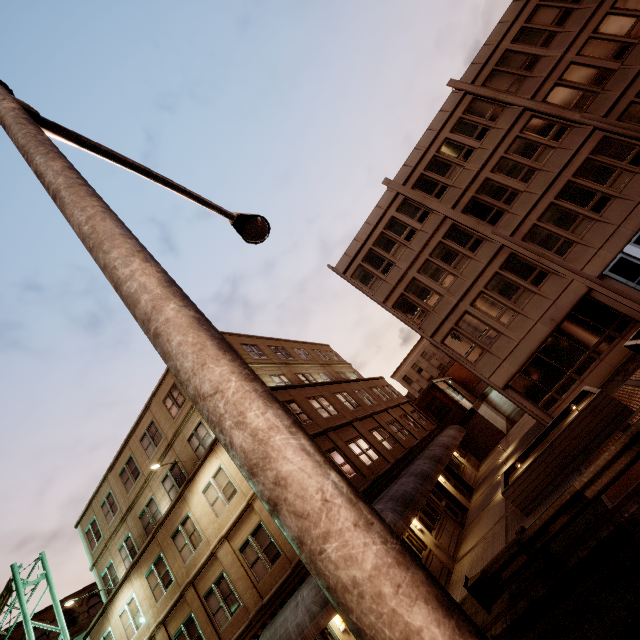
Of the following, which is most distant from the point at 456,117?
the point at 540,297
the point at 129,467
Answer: the point at 129,467

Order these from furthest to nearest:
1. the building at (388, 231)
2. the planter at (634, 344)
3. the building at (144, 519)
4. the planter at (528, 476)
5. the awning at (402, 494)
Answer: the building at (388, 231), the building at (144, 519), the awning at (402, 494), the planter at (634, 344), the planter at (528, 476)

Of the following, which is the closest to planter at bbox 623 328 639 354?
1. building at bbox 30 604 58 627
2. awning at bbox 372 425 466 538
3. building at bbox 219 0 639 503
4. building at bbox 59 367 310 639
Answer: building at bbox 219 0 639 503

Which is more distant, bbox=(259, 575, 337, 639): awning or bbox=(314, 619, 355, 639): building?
bbox=(314, 619, 355, 639): building

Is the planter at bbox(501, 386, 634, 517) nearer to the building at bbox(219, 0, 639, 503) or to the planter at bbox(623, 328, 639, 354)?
the planter at bbox(623, 328, 639, 354)

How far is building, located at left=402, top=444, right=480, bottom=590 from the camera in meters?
13.7 m

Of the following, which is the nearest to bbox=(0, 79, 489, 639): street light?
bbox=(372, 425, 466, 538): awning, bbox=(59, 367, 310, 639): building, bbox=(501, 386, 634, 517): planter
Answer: bbox=(59, 367, 310, 639): building

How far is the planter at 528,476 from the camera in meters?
10.5 m
